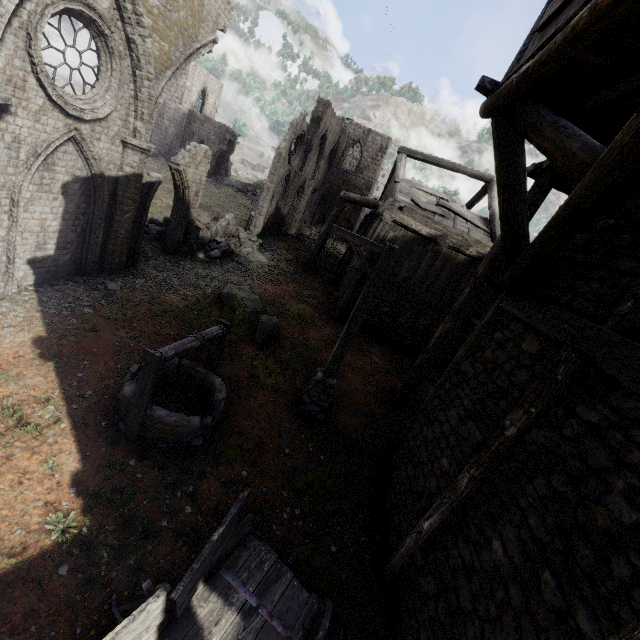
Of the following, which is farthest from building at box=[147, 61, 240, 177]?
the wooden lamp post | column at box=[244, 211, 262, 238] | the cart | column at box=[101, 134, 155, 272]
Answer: the cart

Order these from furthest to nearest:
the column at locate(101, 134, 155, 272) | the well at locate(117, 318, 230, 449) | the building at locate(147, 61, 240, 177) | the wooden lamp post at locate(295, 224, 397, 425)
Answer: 1. the building at locate(147, 61, 240, 177)
2. the column at locate(101, 134, 155, 272)
3. the wooden lamp post at locate(295, 224, 397, 425)
4. the well at locate(117, 318, 230, 449)

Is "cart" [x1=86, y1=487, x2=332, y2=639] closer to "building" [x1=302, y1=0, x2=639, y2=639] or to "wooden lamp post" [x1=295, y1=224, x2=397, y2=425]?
"building" [x1=302, y1=0, x2=639, y2=639]

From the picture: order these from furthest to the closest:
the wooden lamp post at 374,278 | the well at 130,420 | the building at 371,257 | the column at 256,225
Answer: the column at 256,225 → the building at 371,257 → the wooden lamp post at 374,278 → the well at 130,420

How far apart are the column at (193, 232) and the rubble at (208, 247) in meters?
0.0

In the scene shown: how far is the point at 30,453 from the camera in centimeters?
505cm

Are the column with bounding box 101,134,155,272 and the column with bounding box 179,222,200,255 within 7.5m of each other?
yes

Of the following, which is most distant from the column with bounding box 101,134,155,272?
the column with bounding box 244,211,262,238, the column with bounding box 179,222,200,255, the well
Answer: the column with bounding box 244,211,262,238
